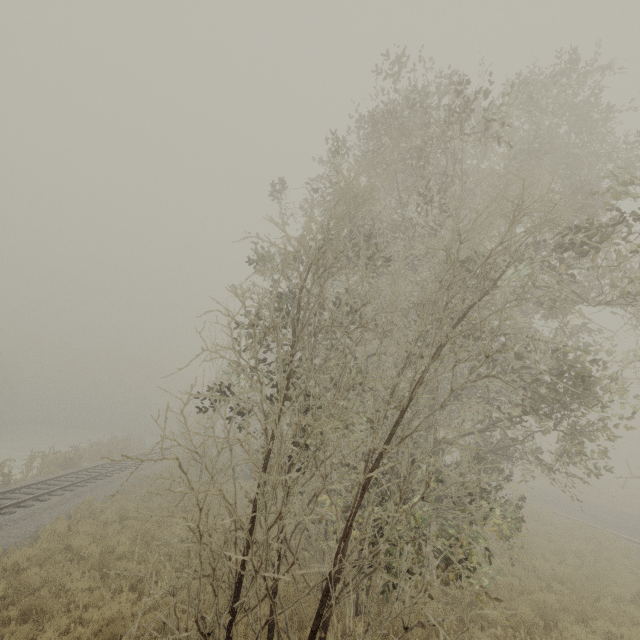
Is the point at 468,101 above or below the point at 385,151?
below
